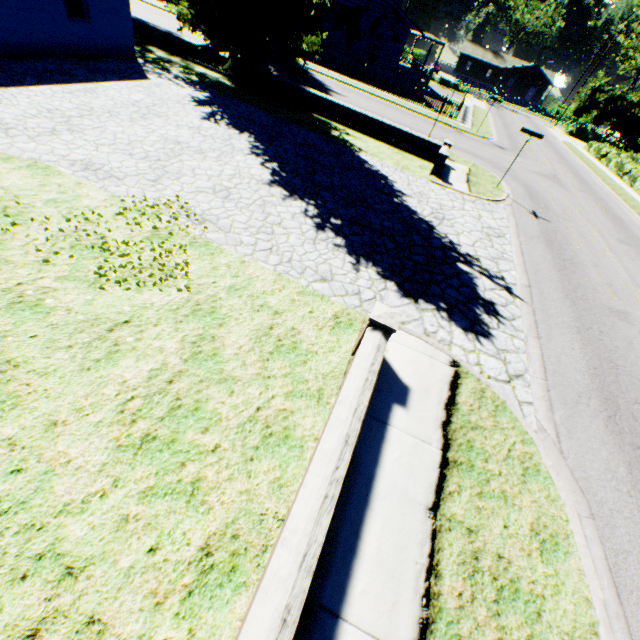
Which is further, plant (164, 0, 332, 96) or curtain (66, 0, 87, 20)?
plant (164, 0, 332, 96)

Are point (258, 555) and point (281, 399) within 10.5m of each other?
yes

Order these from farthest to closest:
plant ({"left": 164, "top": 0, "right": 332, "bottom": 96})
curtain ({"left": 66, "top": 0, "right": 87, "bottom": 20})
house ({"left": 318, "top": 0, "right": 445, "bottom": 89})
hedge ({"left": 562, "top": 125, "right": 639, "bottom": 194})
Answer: house ({"left": 318, "top": 0, "right": 445, "bottom": 89}) → hedge ({"left": 562, "top": 125, "right": 639, "bottom": 194}) → plant ({"left": 164, "top": 0, "right": 332, "bottom": 96}) → curtain ({"left": 66, "top": 0, "right": 87, "bottom": 20})

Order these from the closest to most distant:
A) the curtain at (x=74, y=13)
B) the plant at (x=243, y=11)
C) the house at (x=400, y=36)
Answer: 1. the curtain at (x=74, y=13)
2. the plant at (x=243, y=11)
3. the house at (x=400, y=36)

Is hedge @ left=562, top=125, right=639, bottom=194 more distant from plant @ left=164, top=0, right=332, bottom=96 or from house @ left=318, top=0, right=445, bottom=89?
house @ left=318, top=0, right=445, bottom=89

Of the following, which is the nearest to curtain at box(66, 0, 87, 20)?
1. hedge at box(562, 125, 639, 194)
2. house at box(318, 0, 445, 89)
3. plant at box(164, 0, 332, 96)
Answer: plant at box(164, 0, 332, 96)

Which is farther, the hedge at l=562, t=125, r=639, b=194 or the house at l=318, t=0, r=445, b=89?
the house at l=318, t=0, r=445, b=89

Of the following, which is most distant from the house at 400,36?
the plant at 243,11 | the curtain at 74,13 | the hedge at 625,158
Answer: the curtain at 74,13
